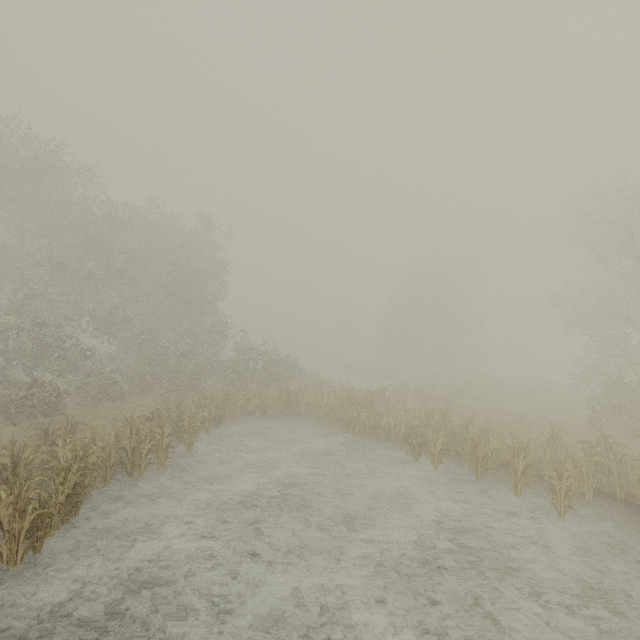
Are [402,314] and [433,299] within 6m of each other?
yes
